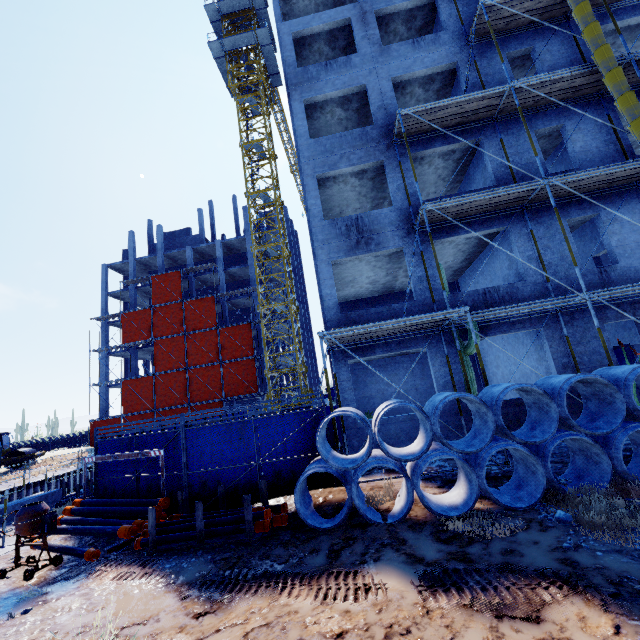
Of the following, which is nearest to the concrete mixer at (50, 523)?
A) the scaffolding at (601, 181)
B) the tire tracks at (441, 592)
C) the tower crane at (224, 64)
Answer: the scaffolding at (601, 181)

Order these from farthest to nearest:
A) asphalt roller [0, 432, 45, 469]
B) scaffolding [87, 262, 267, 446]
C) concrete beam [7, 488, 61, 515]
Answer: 1. scaffolding [87, 262, 267, 446]
2. asphalt roller [0, 432, 45, 469]
3. concrete beam [7, 488, 61, 515]

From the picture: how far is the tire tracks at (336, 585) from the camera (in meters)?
4.44

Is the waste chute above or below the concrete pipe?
above

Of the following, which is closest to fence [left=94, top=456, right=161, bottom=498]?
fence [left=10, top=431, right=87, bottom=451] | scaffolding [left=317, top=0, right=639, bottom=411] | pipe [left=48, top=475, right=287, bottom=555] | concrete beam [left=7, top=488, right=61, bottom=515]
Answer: scaffolding [left=317, top=0, right=639, bottom=411]

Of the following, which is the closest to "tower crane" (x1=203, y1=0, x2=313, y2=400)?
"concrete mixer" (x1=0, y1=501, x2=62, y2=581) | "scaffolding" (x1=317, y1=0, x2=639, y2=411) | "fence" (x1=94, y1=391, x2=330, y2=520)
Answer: "fence" (x1=94, y1=391, x2=330, y2=520)

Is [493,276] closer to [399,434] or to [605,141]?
[605,141]

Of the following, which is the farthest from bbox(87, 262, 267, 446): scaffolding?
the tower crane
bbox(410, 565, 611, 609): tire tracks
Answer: bbox(410, 565, 611, 609): tire tracks
